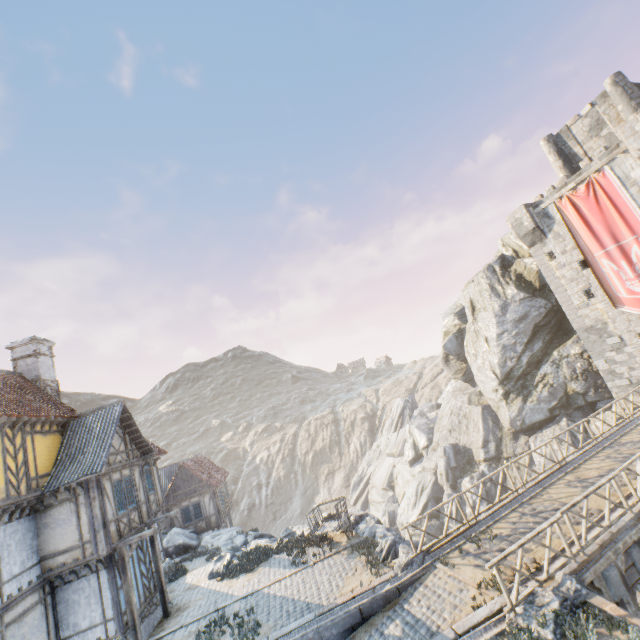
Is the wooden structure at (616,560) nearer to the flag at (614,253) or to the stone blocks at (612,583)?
the stone blocks at (612,583)

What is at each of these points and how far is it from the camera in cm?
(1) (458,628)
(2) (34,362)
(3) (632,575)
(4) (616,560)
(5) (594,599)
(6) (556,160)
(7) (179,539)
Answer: (1) stone blocks, 817
(2) chimney, 1655
(3) bridge support, 940
(4) wooden structure, 917
(5) stone blocks, 771
(6) chimney, 2491
(7) rock, 2270

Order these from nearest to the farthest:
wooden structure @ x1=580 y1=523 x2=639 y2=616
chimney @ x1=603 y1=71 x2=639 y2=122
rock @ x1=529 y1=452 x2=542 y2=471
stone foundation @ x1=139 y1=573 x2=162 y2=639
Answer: wooden structure @ x1=580 y1=523 x2=639 y2=616 → stone foundation @ x1=139 y1=573 x2=162 y2=639 → chimney @ x1=603 y1=71 x2=639 y2=122 → rock @ x1=529 y1=452 x2=542 y2=471

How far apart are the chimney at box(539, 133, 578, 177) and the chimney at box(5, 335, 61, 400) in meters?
36.3 m

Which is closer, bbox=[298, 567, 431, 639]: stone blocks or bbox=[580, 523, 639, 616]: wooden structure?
bbox=[580, 523, 639, 616]: wooden structure

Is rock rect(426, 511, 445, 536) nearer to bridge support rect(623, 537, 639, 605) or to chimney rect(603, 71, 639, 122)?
bridge support rect(623, 537, 639, 605)

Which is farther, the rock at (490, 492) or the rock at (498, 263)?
the rock at (490, 492)

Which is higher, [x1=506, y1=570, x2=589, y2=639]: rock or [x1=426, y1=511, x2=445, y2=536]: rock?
[x1=506, y1=570, x2=589, y2=639]: rock
